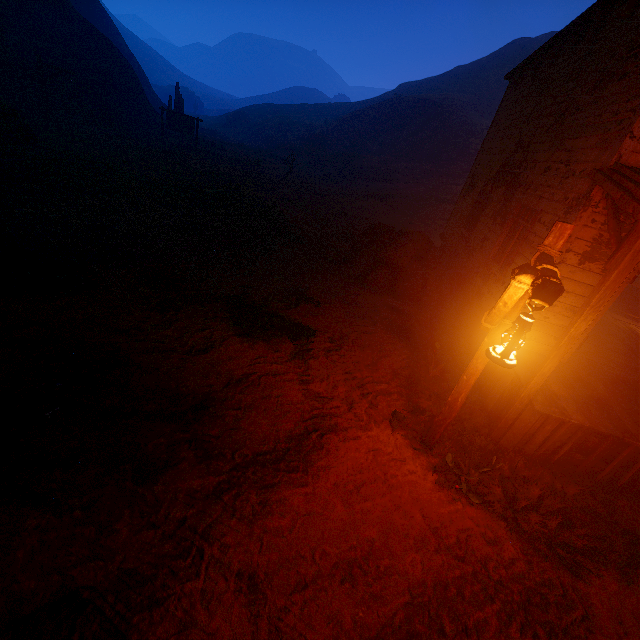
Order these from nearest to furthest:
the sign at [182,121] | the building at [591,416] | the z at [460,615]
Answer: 1. the z at [460,615]
2. the building at [591,416]
3. the sign at [182,121]

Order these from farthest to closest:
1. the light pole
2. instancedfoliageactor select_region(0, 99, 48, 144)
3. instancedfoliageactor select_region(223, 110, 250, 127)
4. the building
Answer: instancedfoliageactor select_region(223, 110, 250, 127) < instancedfoliageactor select_region(0, 99, 48, 144) < the building < the light pole

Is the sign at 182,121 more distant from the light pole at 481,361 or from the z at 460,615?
the light pole at 481,361

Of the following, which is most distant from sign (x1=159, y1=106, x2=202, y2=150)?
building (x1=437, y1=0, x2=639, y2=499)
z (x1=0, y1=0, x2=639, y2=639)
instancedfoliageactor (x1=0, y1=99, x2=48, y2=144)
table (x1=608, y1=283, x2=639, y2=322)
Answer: table (x1=608, y1=283, x2=639, y2=322)

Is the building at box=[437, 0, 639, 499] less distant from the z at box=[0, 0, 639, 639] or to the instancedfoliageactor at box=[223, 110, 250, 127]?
the z at box=[0, 0, 639, 639]

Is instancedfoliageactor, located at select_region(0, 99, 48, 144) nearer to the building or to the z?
the z

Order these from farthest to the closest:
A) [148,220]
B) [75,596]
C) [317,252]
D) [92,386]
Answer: [317,252] < [148,220] < [92,386] < [75,596]

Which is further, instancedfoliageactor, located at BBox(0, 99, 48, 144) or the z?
instancedfoliageactor, located at BBox(0, 99, 48, 144)
